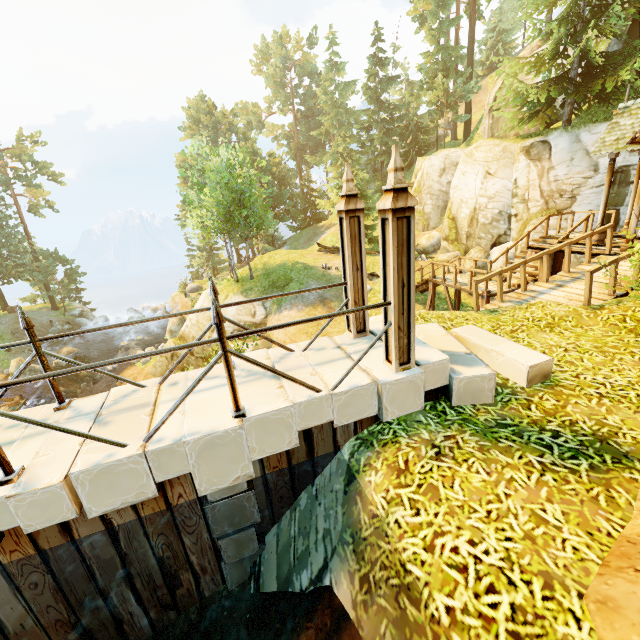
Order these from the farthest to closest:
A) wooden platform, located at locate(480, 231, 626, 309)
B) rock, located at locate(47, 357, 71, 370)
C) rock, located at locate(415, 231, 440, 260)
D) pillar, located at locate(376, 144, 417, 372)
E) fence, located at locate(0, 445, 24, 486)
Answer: rock, located at locate(47, 357, 71, 370) < rock, located at locate(415, 231, 440, 260) < wooden platform, located at locate(480, 231, 626, 309) < pillar, located at locate(376, 144, 417, 372) < fence, located at locate(0, 445, 24, 486)

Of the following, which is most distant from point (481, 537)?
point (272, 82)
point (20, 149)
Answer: point (272, 82)

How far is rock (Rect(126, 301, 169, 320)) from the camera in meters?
37.0

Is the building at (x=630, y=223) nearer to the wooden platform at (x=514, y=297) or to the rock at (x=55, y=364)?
the wooden platform at (x=514, y=297)

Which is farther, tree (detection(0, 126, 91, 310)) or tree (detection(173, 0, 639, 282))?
tree (detection(0, 126, 91, 310))

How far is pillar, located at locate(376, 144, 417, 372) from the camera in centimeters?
364cm

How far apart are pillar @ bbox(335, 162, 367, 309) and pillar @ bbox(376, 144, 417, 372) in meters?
1.0

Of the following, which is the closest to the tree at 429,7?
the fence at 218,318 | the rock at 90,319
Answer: the rock at 90,319
